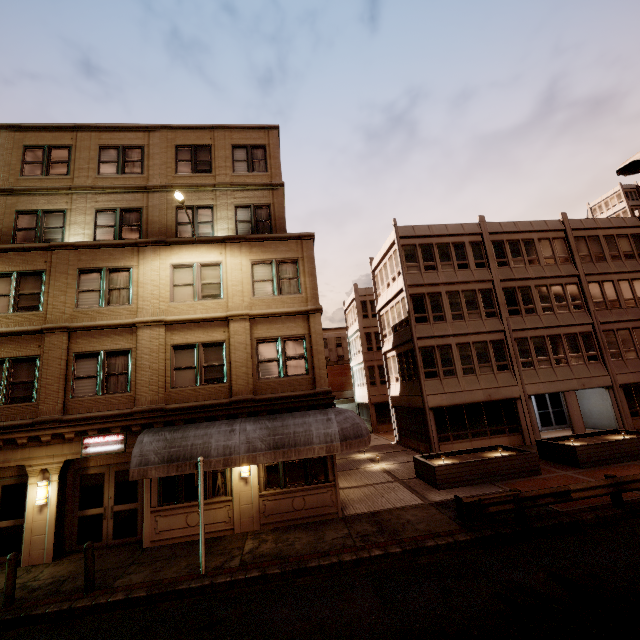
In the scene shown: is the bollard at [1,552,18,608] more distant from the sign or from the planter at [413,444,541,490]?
the planter at [413,444,541,490]

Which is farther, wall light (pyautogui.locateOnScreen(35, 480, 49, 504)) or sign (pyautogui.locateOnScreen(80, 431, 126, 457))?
sign (pyautogui.locateOnScreen(80, 431, 126, 457))

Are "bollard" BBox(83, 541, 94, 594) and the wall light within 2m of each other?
no

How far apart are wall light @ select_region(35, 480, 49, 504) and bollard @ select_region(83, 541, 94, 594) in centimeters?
366cm

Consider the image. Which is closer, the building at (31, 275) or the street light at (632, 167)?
the street light at (632, 167)

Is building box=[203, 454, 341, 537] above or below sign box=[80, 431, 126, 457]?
below

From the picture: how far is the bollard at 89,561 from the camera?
8.70m

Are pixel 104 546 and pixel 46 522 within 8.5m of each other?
yes
